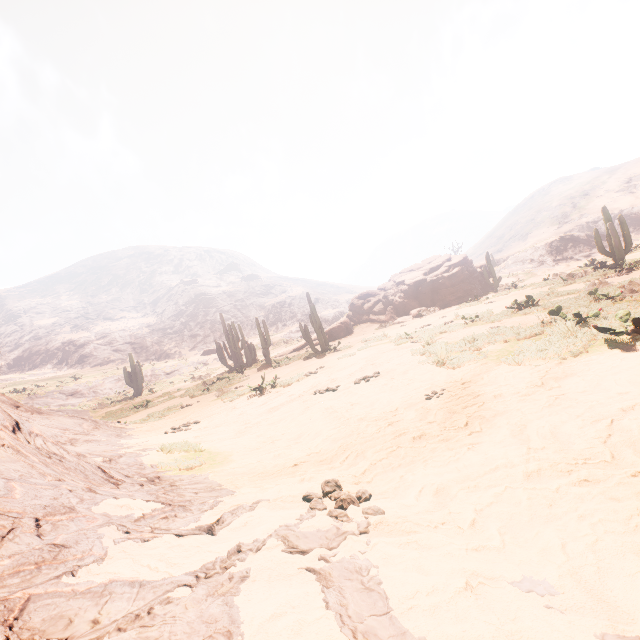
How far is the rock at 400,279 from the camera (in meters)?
26.52

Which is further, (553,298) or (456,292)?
(456,292)

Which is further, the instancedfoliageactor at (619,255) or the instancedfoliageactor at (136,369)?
the instancedfoliageactor at (136,369)

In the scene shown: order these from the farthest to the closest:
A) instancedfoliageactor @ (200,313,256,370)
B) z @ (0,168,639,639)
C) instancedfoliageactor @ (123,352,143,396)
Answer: instancedfoliageactor @ (123,352,143,396), instancedfoliageactor @ (200,313,256,370), z @ (0,168,639,639)

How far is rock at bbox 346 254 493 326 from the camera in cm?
2652

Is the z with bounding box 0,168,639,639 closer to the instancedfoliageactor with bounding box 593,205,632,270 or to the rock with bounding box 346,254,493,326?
the instancedfoliageactor with bounding box 593,205,632,270

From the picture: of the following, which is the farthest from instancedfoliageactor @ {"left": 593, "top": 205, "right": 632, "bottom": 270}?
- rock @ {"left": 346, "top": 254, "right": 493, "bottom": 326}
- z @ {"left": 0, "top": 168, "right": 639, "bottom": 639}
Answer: z @ {"left": 0, "top": 168, "right": 639, "bottom": 639}

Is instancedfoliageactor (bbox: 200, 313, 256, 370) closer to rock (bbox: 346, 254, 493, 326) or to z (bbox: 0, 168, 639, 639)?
z (bbox: 0, 168, 639, 639)
